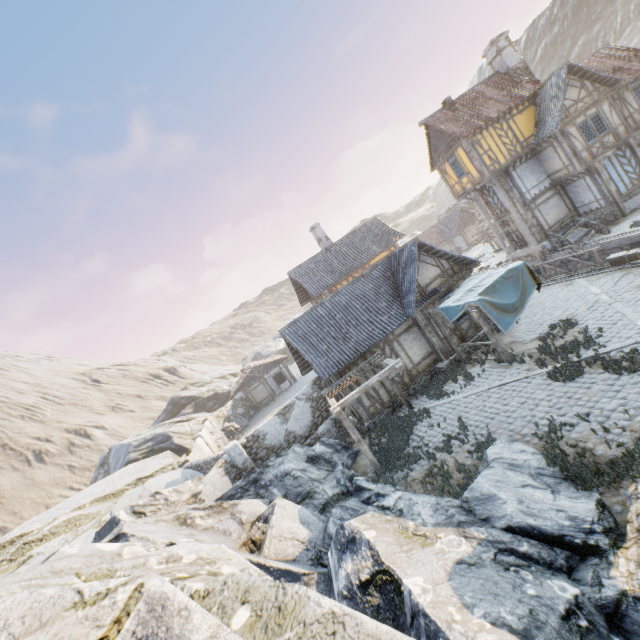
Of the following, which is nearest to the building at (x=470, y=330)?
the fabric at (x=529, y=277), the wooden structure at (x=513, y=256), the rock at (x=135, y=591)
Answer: the fabric at (x=529, y=277)

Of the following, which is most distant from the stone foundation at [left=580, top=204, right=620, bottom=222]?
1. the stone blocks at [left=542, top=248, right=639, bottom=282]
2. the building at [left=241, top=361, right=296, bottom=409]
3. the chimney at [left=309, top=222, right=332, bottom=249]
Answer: the building at [left=241, top=361, right=296, bottom=409]

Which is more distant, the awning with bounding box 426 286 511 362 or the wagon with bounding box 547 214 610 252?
the wagon with bounding box 547 214 610 252

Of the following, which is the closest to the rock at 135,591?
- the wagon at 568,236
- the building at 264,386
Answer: the building at 264,386

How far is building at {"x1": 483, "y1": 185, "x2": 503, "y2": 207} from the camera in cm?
2395

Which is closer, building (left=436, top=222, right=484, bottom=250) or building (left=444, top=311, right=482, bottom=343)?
building (left=444, top=311, right=482, bottom=343)

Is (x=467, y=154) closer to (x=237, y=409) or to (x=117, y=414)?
(x=237, y=409)

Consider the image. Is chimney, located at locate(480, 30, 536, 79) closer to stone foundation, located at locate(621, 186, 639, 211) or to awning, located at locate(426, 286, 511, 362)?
stone foundation, located at locate(621, 186, 639, 211)
